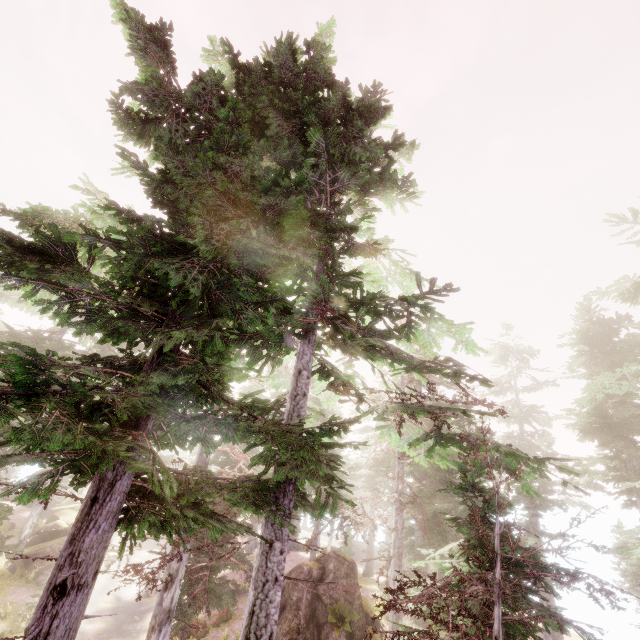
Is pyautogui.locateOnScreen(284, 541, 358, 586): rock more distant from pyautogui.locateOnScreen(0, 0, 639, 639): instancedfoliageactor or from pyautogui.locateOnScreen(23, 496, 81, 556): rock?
pyautogui.locateOnScreen(23, 496, 81, 556): rock

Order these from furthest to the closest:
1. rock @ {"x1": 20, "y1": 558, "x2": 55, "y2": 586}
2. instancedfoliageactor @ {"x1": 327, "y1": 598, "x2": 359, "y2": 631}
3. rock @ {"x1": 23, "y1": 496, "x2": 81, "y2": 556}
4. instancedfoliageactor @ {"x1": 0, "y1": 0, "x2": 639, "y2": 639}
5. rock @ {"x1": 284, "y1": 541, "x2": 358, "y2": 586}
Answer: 1. rock @ {"x1": 23, "y1": 496, "x2": 81, "y2": 556}
2. rock @ {"x1": 20, "y1": 558, "x2": 55, "y2": 586}
3. rock @ {"x1": 284, "y1": 541, "x2": 358, "y2": 586}
4. instancedfoliageactor @ {"x1": 327, "y1": 598, "x2": 359, "y2": 631}
5. instancedfoliageactor @ {"x1": 0, "y1": 0, "x2": 639, "y2": 639}

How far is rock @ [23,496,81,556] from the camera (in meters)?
24.30

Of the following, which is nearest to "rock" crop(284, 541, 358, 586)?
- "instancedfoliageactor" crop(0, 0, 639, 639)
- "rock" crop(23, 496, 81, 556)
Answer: "instancedfoliageactor" crop(0, 0, 639, 639)

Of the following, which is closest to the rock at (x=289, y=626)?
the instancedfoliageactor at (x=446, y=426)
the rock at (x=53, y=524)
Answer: the instancedfoliageactor at (x=446, y=426)

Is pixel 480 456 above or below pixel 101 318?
below

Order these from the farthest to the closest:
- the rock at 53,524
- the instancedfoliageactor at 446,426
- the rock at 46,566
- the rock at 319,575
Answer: the rock at 53,524 → the rock at 46,566 → the rock at 319,575 → the instancedfoliageactor at 446,426
